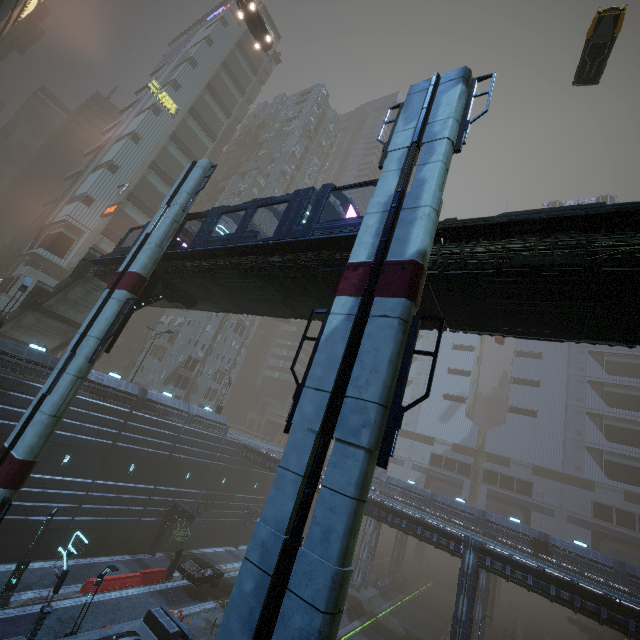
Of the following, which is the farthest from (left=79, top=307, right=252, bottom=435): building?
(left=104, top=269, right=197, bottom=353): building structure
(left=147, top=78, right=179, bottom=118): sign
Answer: (left=104, top=269, right=197, bottom=353): building structure

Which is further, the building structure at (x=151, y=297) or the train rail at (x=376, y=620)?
the train rail at (x=376, y=620)

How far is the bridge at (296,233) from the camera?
12.0 meters

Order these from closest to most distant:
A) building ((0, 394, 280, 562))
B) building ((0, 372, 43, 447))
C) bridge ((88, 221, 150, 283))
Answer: bridge ((88, 221, 150, 283)) < building ((0, 372, 43, 447)) < building ((0, 394, 280, 562))

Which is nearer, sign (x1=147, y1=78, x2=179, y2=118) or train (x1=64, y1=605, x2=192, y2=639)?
train (x1=64, y1=605, x2=192, y2=639)

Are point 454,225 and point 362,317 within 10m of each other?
yes

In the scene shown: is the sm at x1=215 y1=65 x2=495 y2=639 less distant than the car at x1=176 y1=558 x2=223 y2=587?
Yes

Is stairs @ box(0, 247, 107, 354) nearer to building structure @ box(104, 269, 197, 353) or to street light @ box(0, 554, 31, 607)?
building structure @ box(104, 269, 197, 353)
